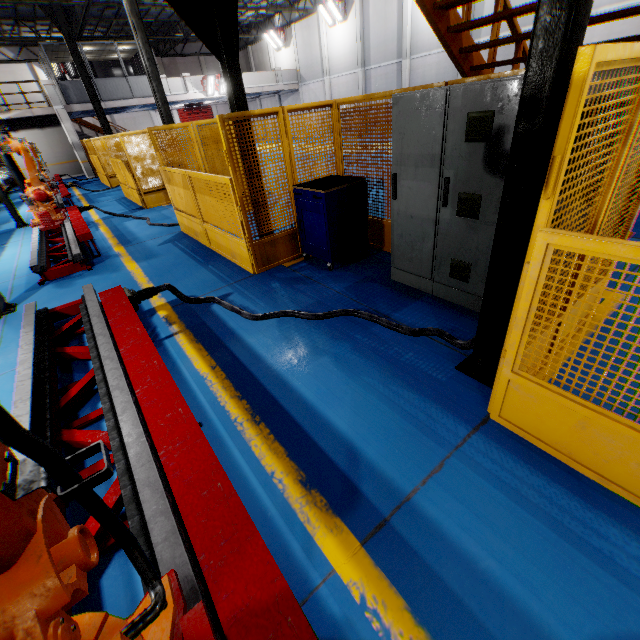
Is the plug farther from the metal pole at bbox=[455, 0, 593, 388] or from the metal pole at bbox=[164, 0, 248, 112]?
the metal pole at bbox=[455, 0, 593, 388]

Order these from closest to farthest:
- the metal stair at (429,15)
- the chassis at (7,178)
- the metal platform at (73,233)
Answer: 1. the metal stair at (429,15)
2. the metal platform at (73,233)
3. the chassis at (7,178)

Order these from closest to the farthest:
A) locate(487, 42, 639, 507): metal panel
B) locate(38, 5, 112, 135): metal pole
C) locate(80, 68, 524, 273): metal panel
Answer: locate(487, 42, 639, 507): metal panel → locate(80, 68, 524, 273): metal panel → locate(38, 5, 112, 135): metal pole

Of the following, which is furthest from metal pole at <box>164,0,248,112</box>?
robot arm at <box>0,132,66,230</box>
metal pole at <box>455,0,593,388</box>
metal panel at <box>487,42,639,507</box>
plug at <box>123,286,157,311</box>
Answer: robot arm at <box>0,132,66,230</box>

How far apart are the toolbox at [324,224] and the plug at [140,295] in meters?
2.3 m

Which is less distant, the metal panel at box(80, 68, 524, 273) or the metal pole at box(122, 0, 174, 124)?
the metal panel at box(80, 68, 524, 273)

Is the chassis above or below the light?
below

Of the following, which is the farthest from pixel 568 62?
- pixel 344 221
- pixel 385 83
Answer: pixel 385 83
